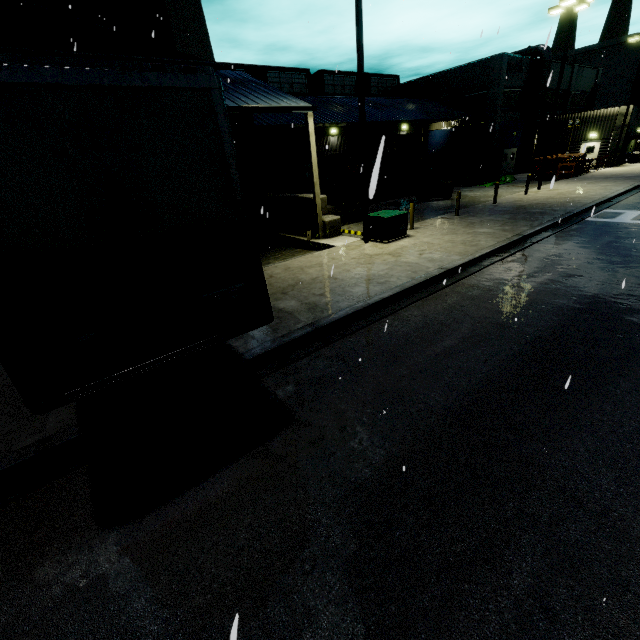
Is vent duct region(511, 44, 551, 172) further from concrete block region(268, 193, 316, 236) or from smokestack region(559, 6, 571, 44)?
smokestack region(559, 6, 571, 44)

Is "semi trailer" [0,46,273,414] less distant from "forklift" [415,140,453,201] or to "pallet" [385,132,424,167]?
"pallet" [385,132,424,167]

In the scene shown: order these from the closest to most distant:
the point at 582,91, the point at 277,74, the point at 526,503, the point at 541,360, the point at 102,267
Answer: the point at 102,267 → the point at 526,503 → the point at 541,360 → the point at 277,74 → the point at 582,91

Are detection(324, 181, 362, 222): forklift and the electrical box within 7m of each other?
yes

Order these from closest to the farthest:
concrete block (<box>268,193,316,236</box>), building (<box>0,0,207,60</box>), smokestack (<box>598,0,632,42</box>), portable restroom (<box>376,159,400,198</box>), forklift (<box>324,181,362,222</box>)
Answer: building (<box>0,0,207,60</box>)
concrete block (<box>268,193,316,236</box>)
forklift (<box>324,181,362,222</box>)
portable restroom (<box>376,159,400,198</box>)
smokestack (<box>598,0,632,42</box>)

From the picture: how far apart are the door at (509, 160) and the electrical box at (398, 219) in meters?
26.7 m

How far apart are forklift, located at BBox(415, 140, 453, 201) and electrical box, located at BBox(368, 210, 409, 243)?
10.26m

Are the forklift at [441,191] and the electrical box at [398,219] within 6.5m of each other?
no
